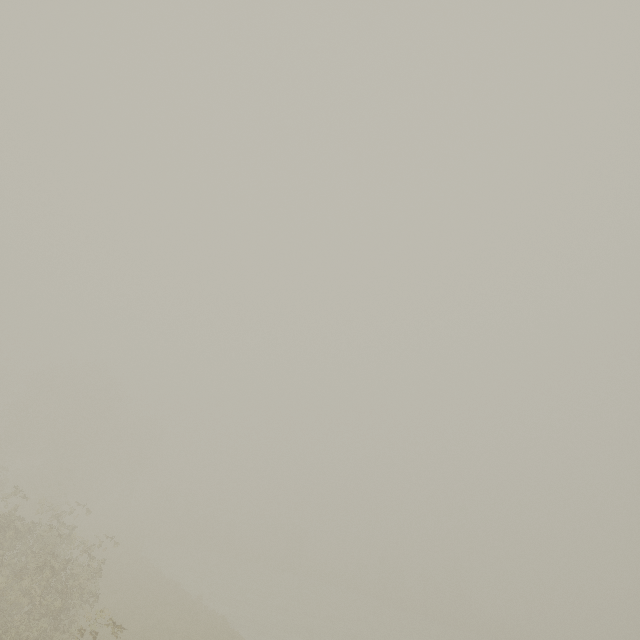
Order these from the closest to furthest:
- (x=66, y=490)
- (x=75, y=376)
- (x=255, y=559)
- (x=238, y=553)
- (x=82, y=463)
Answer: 1. (x=66, y=490)
2. (x=82, y=463)
3. (x=75, y=376)
4. (x=238, y=553)
5. (x=255, y=559)
